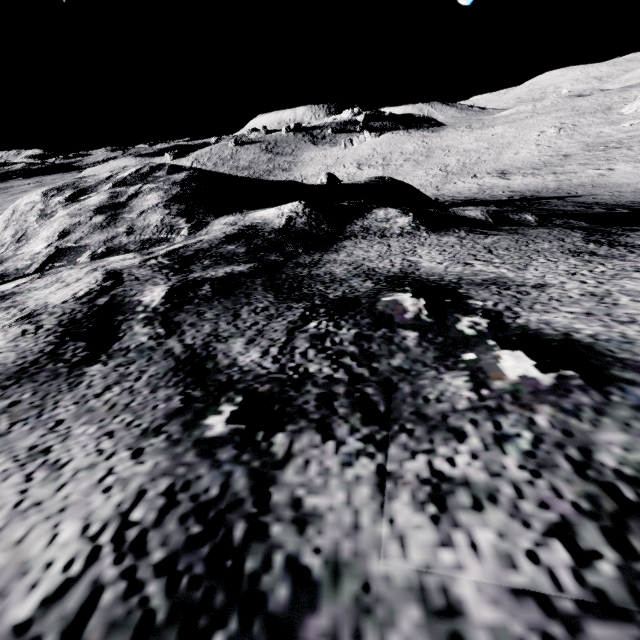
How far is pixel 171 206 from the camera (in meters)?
4.27
